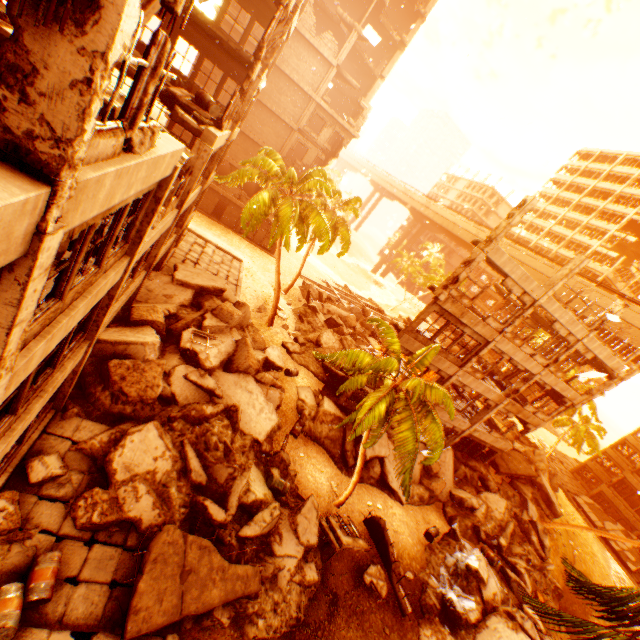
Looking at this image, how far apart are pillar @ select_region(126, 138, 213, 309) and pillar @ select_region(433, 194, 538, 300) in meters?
11.9 m

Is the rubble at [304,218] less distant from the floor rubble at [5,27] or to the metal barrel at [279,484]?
the metal barrel at [279,484]

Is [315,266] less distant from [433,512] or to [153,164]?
[433,512]

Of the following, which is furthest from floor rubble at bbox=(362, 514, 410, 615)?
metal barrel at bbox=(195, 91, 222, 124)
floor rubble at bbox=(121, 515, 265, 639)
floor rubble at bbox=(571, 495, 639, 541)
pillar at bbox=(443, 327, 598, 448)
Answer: floor rubble at bbox=(571, 495, 639, 541)

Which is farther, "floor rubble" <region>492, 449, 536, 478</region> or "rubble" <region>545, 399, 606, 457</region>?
"rubble" <region>545, 399, 606, 457</region>

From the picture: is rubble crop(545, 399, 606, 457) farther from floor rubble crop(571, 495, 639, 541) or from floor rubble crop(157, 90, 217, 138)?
floor rubble crop(571, 495, 639, 541)

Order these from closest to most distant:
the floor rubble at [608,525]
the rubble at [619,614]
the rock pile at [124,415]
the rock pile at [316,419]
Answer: the rubble at [619,614] < the rock pile at [124,415] < the rock pile at [316,419] < the floor rubble at [608,525]

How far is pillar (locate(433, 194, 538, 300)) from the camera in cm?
1451
